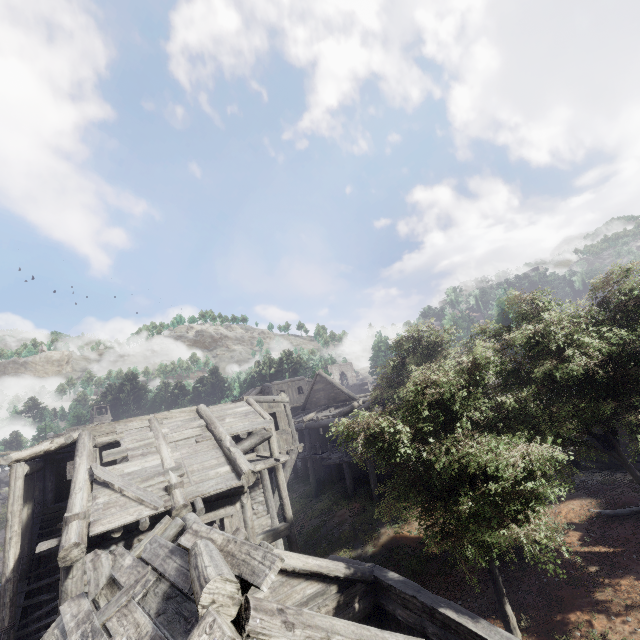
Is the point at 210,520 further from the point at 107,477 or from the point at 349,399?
the point at 349,399
